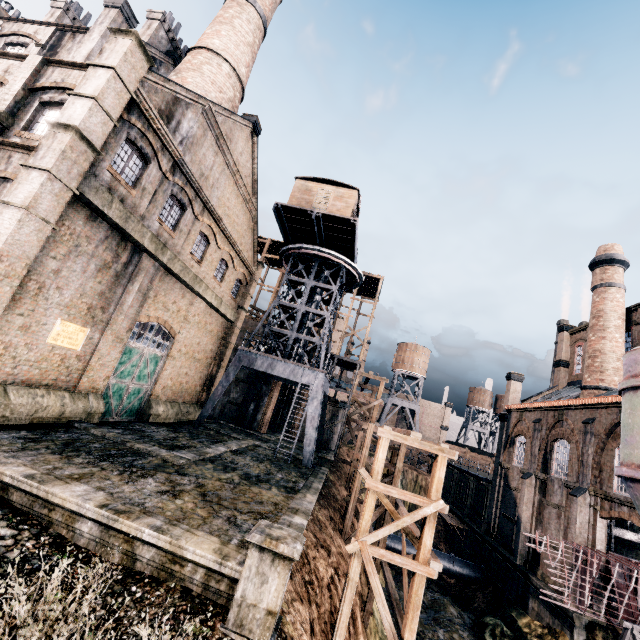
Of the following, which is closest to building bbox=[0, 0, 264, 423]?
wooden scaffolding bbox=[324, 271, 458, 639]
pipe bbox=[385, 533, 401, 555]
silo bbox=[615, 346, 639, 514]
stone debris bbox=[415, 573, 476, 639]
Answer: silo bbox=[615, 346, 639, 514]

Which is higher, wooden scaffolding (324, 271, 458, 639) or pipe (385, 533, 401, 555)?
wooden scaffolding (324, 271, 458, 639)

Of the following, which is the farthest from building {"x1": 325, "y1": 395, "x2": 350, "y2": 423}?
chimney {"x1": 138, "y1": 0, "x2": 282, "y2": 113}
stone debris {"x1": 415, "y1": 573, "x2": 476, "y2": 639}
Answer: stone debris {"x1": 415, "y1": 573, "x2": 476, "y2": 639}

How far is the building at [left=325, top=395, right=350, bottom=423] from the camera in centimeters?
3788cm

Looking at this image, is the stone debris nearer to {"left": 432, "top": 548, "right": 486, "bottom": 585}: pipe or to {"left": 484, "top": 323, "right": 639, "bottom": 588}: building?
{"left": 432, "top": 548, "right": 486, "bottom": 585}: pipe

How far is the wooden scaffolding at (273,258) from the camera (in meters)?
39.72

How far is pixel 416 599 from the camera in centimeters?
1056cm

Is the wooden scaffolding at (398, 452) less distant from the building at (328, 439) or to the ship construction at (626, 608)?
the ship construction at (626, 608)
